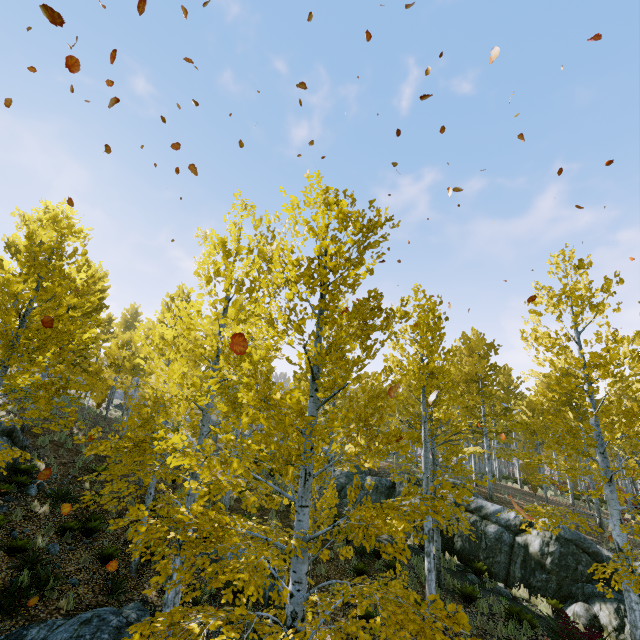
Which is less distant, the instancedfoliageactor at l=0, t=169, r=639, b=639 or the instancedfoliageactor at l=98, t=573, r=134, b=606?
the instancedfoliageactor at l=0, t=169, r=639, b=639

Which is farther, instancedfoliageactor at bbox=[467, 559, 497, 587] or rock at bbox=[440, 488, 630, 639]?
instancedfoliageactor at bbox=[467, 559, 497, 587]

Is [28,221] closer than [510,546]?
Yes

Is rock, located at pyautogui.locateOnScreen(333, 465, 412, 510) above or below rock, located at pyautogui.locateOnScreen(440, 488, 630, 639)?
above

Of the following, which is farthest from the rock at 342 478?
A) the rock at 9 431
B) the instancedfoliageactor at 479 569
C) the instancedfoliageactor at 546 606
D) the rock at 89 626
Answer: the rock at 9 431

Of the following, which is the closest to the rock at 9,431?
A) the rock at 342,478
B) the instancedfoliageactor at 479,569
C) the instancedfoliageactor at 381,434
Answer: the instancedfoliageactor at 381,434

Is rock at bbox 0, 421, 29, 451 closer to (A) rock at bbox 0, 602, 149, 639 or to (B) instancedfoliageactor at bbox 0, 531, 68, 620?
(B) instancedfoliageactor at bbox 0, 531, 68, 620

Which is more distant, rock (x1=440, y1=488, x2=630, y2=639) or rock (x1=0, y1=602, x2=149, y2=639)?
rock (x1=440, y1=488, x2=630, y2=639)
